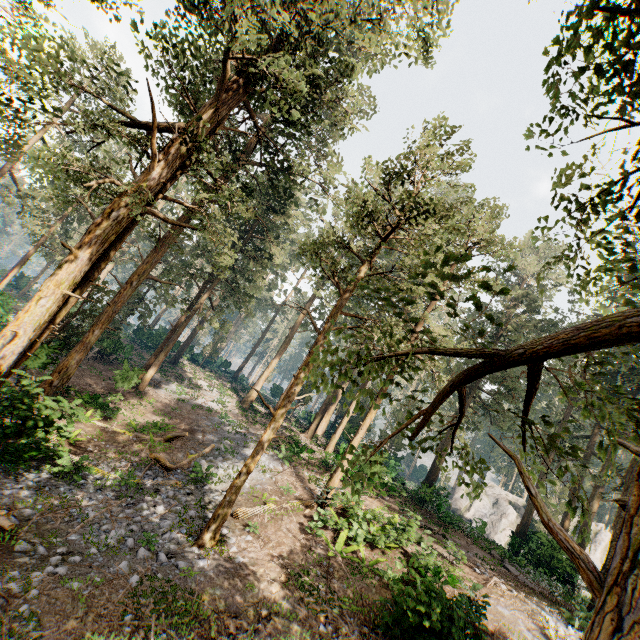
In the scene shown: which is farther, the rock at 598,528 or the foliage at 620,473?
the rock at 598,528

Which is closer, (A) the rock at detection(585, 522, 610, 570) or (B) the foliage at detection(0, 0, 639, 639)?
(B) the foliage at detection(0, 0, 639, 639)

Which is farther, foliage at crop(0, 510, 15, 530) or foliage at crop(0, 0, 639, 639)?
foliage at crop(0, 510, 15, 530)

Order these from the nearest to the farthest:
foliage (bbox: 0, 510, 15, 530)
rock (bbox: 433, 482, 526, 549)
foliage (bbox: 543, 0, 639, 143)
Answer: foliage (bbox: 543, 0, 639, 143)
foliage (bbox: 0, 510, 15, 530)
rock (bbox: 433, 482, 526, 549)

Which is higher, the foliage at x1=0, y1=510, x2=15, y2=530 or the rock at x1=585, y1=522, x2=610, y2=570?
the rock at x1=585, y1=522, x2=610, y2=570

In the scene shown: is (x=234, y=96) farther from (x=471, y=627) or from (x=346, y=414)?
(x=346, y=414)

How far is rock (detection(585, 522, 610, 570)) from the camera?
36.6 meters

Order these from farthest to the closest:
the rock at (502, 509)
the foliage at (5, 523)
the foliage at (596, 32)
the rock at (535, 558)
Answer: the rock at (502, 509)
the rock at (535, 558)
the foliage at (5, 523)
the foliage at (596, 32)
